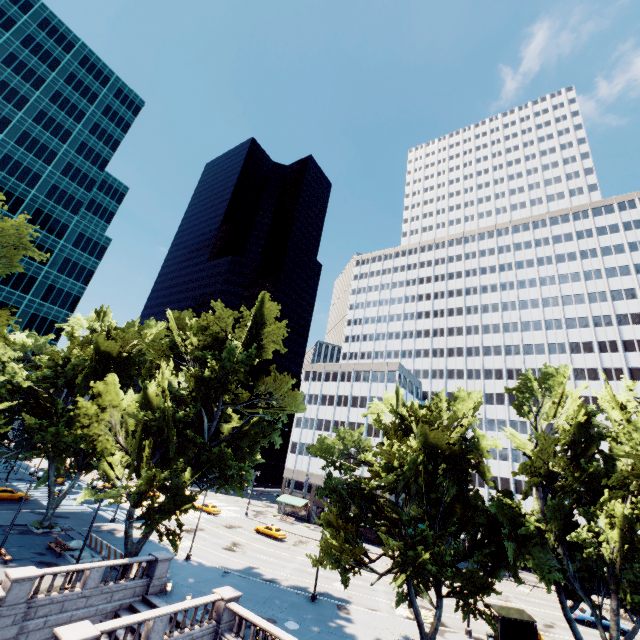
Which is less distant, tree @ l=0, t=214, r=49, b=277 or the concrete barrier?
tree @ l=0, t=214, r=49, b=277

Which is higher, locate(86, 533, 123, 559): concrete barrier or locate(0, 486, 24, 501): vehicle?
locate(0, 486, 24, 501): vehicle

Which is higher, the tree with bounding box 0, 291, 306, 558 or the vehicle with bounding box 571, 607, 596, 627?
the tree with bounding box 0, 291, 306, 558

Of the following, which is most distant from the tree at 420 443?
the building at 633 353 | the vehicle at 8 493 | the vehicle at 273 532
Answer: the vehicle at 273 532

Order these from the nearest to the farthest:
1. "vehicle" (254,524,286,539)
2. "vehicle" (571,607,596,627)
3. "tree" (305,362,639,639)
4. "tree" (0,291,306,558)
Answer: "tree" (305,362,639,639) → "tree" (0,291,306,558) → "vehicle" (571,607,596,627) → "vehicle" (254,524,286,539)

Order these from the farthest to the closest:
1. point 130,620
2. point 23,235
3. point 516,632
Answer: point 516,632 → point 23,235 → point 130,620

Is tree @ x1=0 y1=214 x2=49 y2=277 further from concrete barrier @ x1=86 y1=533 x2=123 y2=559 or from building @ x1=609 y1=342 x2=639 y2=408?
concrete barrier @ x1=86 y1=533 x2=123 y2=559

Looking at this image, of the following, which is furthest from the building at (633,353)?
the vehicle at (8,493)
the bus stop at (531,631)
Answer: the vehicle at (8,493)
